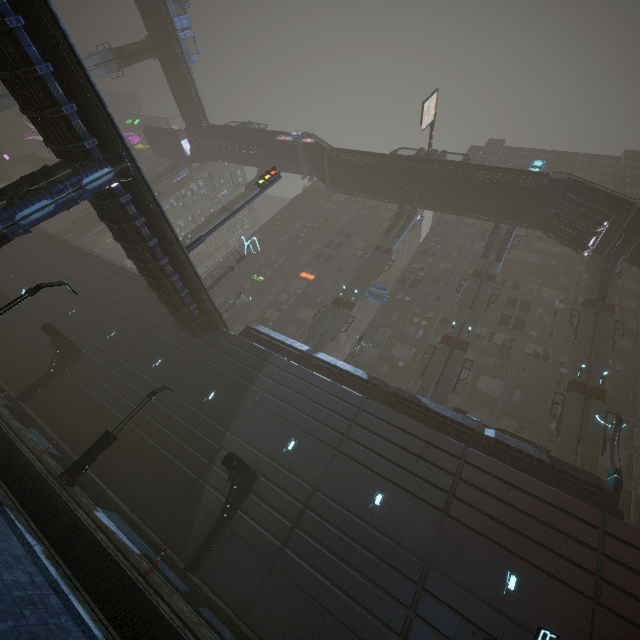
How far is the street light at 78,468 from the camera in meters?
14.0 m

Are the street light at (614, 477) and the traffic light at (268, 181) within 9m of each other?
no

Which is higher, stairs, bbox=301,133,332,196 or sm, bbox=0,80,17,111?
stairs, bbox=301,133,332,196

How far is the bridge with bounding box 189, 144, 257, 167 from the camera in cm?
5138

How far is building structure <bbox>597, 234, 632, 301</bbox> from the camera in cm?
2696

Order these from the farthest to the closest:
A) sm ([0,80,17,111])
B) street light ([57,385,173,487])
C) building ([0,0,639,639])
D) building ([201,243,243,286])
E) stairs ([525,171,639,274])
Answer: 1. building ([201,243,243,286])
2. sm ([0,80,17,111])
3. stairs ([525,171,639,274])
4. street light ([57,385,173,487])
5. building ([0,0,639,639])

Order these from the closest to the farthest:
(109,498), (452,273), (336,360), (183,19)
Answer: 1. (109,498)
2. (336,360)
3. (452,273)
4. (183,19)

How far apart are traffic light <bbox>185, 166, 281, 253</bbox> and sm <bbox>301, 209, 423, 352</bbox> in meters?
11.8
